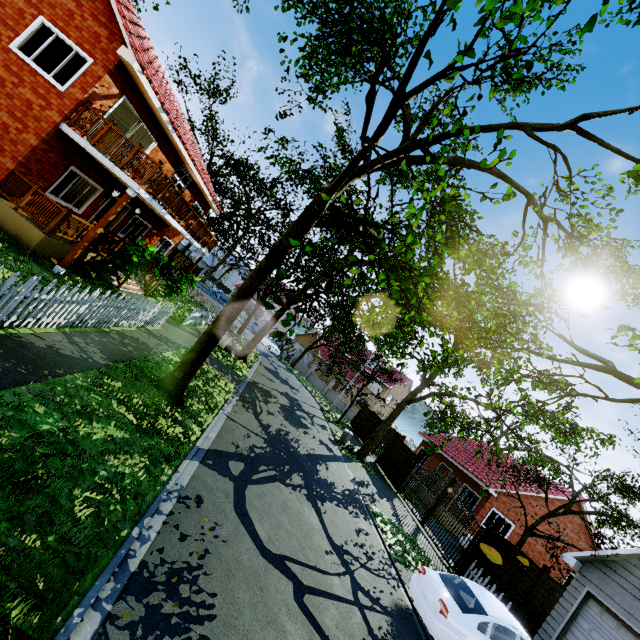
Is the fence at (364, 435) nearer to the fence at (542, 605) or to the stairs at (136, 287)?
the fence at (542, 605)

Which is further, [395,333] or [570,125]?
[395,333]

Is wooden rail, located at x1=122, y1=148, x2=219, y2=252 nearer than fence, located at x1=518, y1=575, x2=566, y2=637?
Yes

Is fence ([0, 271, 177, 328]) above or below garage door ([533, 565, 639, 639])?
below

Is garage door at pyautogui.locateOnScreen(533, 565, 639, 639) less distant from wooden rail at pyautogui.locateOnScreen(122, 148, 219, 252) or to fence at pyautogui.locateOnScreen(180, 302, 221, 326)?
fence at pyautogui.locateOnScreen(180, 302, 221, 326)

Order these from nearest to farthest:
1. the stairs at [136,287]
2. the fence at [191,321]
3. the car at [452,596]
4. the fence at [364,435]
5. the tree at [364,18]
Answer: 1. the tree at [364,18]
2. the car at [452,596]
3. the stairs at [136,287]
4. the fence at [191,321]
5. the fence at [364,435]

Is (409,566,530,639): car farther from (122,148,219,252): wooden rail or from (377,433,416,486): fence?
(122,148,219,252): wooden rail

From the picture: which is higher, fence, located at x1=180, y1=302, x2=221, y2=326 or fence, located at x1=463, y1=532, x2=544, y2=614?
fence, located at x1=463, y1=532, x2=544, y2=614
